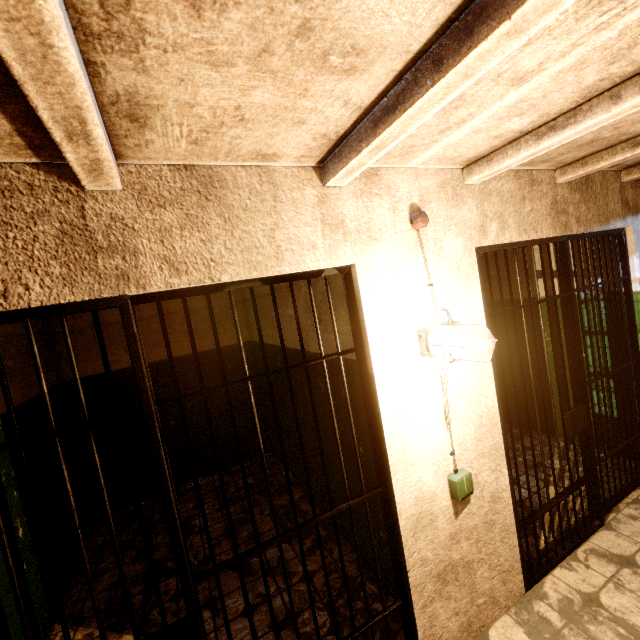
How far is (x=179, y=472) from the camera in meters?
4.6 m

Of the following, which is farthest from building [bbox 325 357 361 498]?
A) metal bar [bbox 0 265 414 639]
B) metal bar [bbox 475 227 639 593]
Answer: metal bar [bbox 475 227 639 593]

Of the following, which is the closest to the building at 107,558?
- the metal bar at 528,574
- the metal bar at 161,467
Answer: the metal bar at 161,467

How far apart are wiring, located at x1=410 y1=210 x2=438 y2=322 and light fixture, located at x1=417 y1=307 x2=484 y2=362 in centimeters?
53cm

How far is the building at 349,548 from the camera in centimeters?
229cm

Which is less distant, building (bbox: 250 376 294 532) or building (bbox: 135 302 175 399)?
building (bbox: 250 376 294 532)
